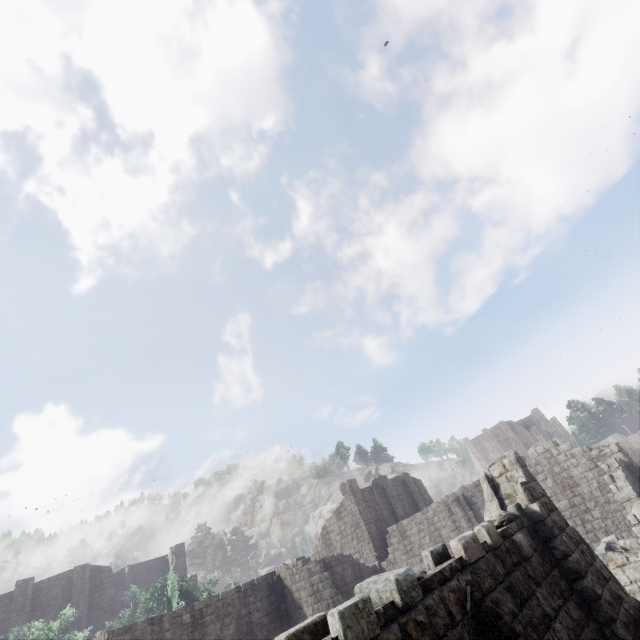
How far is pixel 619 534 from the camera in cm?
1681
